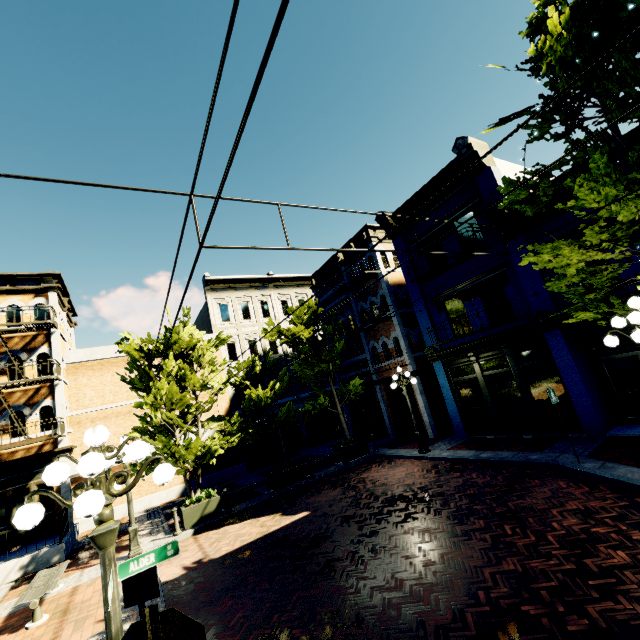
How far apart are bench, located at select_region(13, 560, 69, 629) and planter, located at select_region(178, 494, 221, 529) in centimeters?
321cm

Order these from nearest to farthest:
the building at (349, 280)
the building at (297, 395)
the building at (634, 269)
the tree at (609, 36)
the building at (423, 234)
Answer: the tree at (609, 36) < the building at (634, 269) < the building at (423, 234) < the building at (349, 280) < the building at (297, 395)

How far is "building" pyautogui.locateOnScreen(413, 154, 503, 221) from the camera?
12.1 meters

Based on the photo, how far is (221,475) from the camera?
18.9 meters

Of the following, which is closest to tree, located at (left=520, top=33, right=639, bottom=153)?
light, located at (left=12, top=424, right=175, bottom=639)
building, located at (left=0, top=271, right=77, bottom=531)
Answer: building, located at (left=0, top=271, right=77, bottom=531)

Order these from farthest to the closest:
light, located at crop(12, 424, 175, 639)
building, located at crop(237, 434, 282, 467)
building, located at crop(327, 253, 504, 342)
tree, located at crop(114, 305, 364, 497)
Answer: building, located at crop(237, 434, 282, 467) → building, located at crop(327, 253, 504, 342) → tree, located at crop(114, 305, 364, 497) → light, located at crop(12, 424, 175, 639)

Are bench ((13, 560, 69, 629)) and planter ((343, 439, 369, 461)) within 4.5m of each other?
no

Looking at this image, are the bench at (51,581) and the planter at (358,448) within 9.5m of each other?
no
